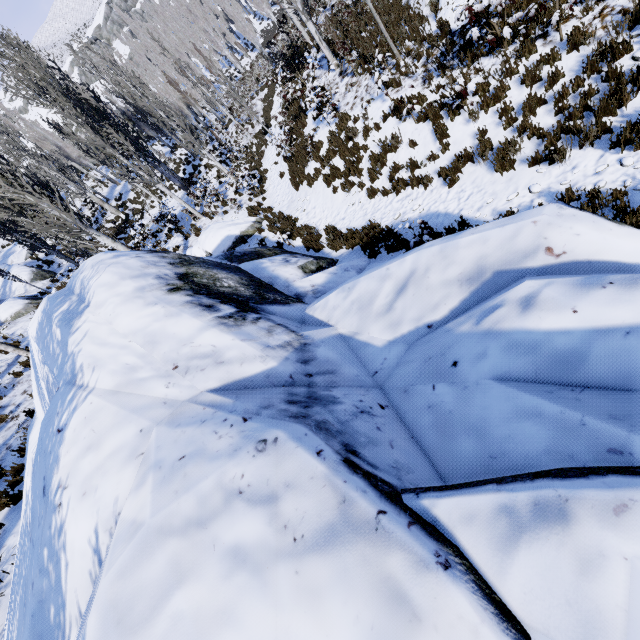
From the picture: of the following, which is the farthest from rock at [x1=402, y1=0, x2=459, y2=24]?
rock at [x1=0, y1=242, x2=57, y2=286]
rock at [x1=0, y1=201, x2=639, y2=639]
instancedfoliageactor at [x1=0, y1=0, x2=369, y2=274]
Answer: rock at [x1=0, y1=242, x2=57, y2=286]

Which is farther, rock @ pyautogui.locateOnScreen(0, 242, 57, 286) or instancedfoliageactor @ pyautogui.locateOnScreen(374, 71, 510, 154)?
rock @ pyautogui.locateOnScreen(0, 242, 57, 286)

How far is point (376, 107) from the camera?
10.16m

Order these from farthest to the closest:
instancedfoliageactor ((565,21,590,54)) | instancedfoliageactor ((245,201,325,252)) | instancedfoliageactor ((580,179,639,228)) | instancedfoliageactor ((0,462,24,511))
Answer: instancedfoliageactor ((245,201,325,252)) < instancedfoliageactor ((0,462,24,511)) < instancedfoliageactor ((565,21,590,54)) < instancedfoliageactor ((580,179,639,228))

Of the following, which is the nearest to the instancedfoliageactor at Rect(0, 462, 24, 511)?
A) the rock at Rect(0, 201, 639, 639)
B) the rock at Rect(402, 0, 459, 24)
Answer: the rock at Rect(0, 201, 639, 639)

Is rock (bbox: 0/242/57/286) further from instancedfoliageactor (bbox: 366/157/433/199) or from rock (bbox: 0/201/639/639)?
rock (bbox: 0/201/639/639)

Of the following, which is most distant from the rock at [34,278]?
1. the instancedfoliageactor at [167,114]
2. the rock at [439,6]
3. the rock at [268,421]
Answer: the rock at [439,6]

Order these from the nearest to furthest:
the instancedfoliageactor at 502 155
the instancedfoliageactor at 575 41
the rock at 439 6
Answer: the instancedfoliageactor at 502 155 < the instancedfoliageactor at 575 41 < the rock at 439 6
